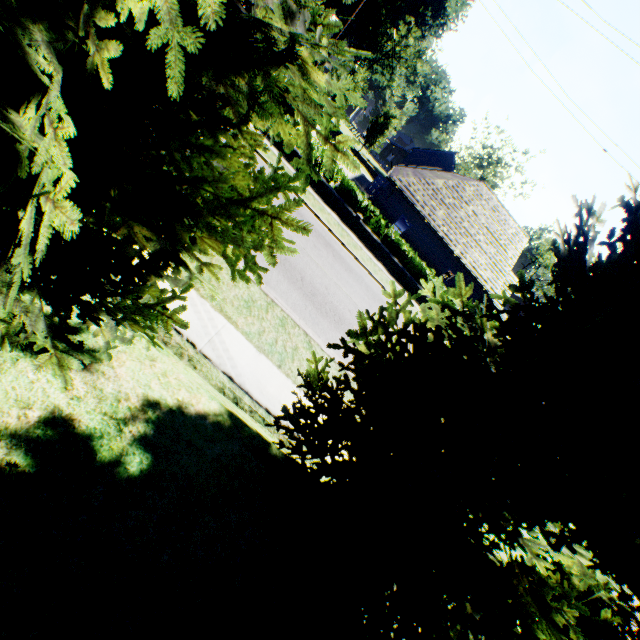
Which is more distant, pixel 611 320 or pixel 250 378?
pixel 250 378

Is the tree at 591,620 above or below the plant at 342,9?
below

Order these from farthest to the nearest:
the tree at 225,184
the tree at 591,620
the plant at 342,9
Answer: the plant at 342,9, the tree at 591,620, the tree at 225,184

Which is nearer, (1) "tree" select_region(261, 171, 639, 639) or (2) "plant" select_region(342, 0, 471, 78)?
(1) "tree" select_region(261, 171, 639, 639)

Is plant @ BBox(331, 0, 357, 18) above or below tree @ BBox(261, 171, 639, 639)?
above
